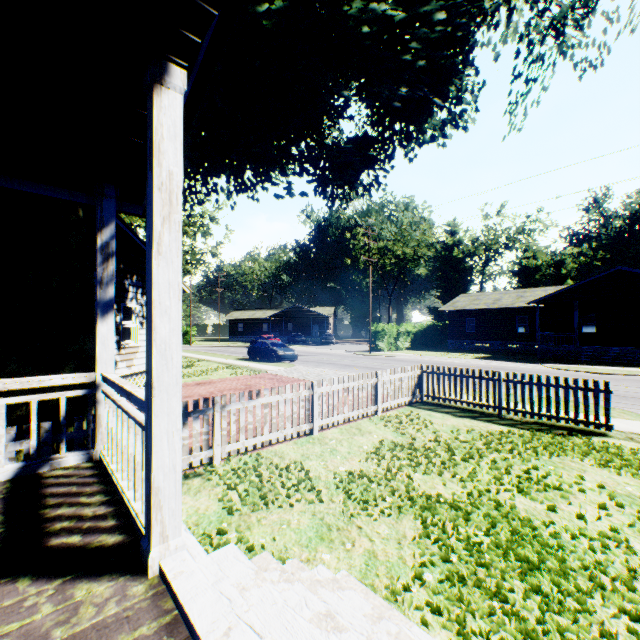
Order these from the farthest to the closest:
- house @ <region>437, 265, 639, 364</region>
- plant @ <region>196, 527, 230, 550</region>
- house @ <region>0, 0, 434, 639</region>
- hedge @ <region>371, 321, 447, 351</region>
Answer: hedge @ <region>371, 321, 447, 351</region>
house @ <region>437, 265, 639, 364</region>
plant @ <region>196, 527, 230, 550</region>
house @ <region>0, 0, 434, 639</region>

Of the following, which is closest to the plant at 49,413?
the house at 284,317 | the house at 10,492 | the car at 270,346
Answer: the house at 10,492

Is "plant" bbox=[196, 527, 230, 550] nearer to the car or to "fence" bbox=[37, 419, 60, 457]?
"fence" bbox=[37, 419, 60, 457]

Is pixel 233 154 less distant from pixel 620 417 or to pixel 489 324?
pixel 620 417

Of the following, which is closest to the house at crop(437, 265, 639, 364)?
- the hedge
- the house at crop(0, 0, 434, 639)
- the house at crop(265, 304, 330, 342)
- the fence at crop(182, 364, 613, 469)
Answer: the hedge

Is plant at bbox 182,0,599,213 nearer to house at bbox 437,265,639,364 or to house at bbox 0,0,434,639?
house at bbox 0,0,434,639

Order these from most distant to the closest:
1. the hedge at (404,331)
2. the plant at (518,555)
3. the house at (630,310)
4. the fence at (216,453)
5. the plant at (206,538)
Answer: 1. the hedge at (404,331)
2. the house at (630,310)
3. the fence at (216,453)
4. the plant at (206,538)
5. the plant at (518,555)
